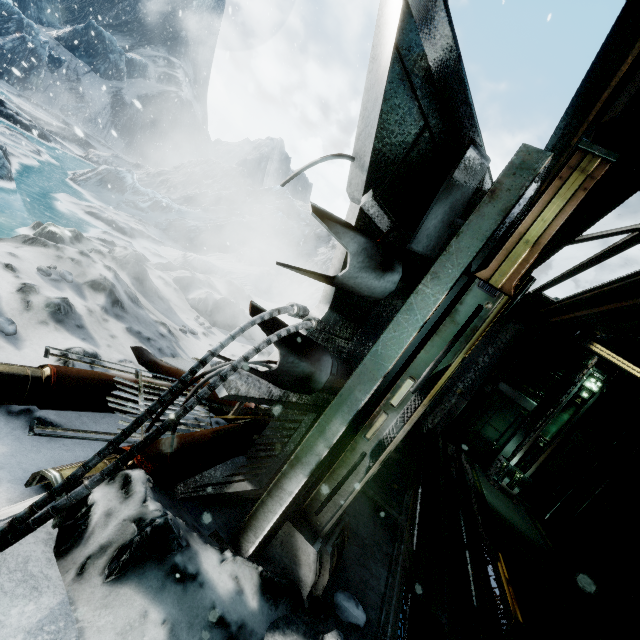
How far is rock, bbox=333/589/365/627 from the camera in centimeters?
192cm

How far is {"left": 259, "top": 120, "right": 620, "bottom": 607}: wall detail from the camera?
1.3 meters

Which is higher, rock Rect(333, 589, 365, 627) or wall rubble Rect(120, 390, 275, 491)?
wall rubble Rect(120, 390, 275, 491)

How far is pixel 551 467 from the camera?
8.7 meters

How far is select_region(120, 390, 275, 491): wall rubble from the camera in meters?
1.9

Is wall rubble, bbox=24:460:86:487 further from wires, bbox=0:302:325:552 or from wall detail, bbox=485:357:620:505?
wall detail, bbox=485:357:620:505

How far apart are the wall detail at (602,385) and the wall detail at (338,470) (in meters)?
8.01

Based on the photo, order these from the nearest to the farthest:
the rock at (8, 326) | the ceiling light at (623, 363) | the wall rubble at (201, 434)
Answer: the wall rubble at (201, 434) < the rock at (8, 326) < the ceiling light at (623, 363)
